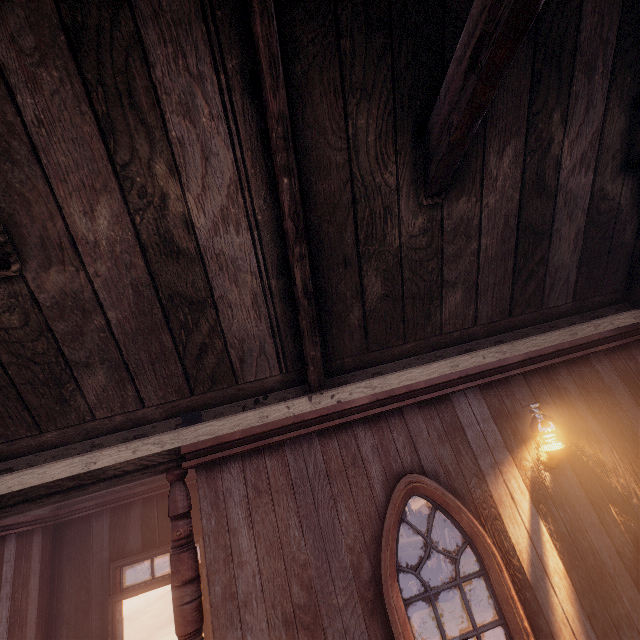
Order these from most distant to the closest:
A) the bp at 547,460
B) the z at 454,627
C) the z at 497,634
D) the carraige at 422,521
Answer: the carraige at 422,521 → the z at 454,627 → the z at 497,634 → the bp at 547,460

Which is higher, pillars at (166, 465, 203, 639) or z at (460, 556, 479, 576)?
pillars at (166, 465, 203, 639)

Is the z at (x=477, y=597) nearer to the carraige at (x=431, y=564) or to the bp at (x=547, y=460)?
the carraige at (x=431, y=564)

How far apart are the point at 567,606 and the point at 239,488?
3.3 meters

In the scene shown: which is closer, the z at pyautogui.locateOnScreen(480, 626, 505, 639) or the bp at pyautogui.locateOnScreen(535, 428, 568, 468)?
the bp at pyautogui.locateOnScreen(535, 428, 568, 468)

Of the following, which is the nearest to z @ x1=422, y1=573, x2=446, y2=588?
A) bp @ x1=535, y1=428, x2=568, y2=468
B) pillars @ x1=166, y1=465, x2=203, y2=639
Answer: pillars @ x1=166, y1=465, x2=203, y2=639

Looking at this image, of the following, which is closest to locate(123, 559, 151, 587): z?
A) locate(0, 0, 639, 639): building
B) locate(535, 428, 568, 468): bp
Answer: locate(0, 0, 639, 639): building

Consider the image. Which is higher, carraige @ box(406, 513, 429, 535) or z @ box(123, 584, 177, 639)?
carraige @ box(406, 513, 429, 535)
